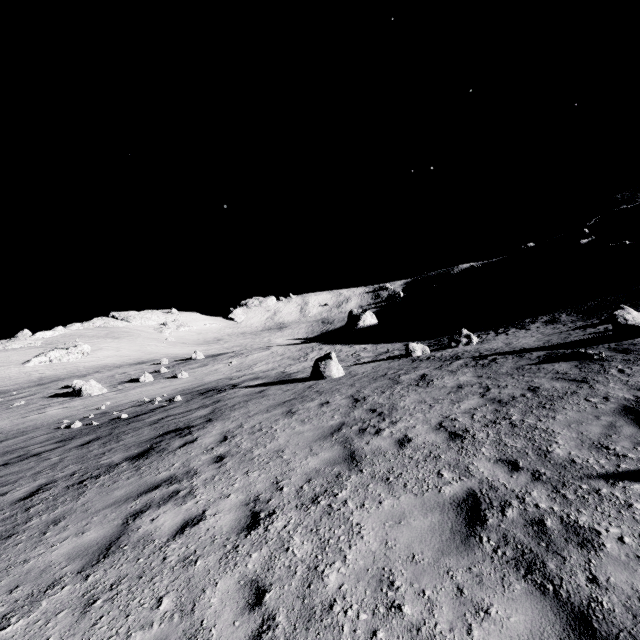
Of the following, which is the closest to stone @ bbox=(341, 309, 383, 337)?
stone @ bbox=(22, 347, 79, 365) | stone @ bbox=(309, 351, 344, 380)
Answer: stone @ bbox=(309, 351, 344, 380)

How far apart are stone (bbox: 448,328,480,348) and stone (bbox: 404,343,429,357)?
1.5 meters

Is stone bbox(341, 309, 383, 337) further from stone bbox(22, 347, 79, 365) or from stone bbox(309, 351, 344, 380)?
stone bbox(22, 347, 79, 365)

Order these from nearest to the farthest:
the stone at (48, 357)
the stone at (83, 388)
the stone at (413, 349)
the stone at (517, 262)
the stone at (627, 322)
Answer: the stone at (627, 322), the stone at (413, 349), the stone at (83, 388), the stone at (517, 262), the stone at (48, 357)

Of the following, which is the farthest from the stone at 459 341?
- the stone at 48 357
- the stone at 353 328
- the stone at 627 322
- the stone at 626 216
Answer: the stone at 48 357

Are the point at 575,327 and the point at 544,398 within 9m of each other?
no

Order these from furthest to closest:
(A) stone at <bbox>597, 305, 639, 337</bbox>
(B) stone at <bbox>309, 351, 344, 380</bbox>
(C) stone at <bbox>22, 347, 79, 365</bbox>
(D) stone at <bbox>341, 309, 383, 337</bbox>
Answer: (C) stone at <bbox>22, 347, 79, 365</bbox> < (D) stone at <bbox>341, 309, 383, 337</bbox> < (B) stone at <bbox>309, 351, 344, 380</bbox> < (A) stone at <bbox>597, 305, 639, 337</bbox>

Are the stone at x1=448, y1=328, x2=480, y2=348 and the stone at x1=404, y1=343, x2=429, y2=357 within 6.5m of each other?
yes
